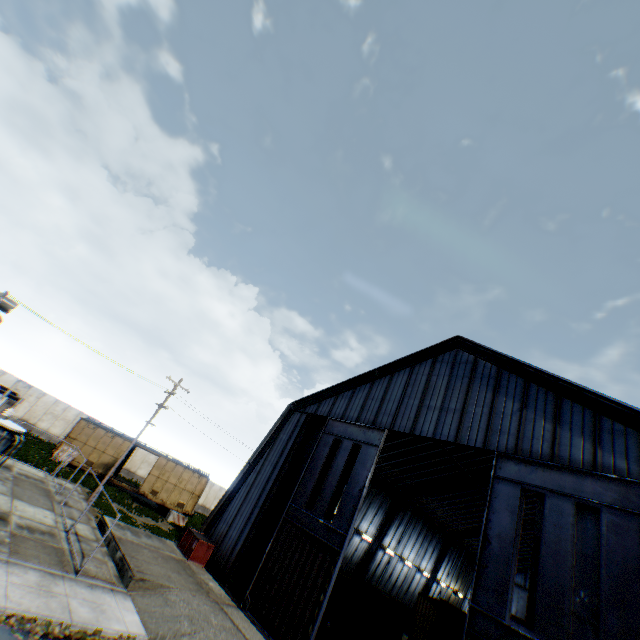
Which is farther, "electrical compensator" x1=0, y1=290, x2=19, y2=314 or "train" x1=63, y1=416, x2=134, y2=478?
"train" x1=63, y1=416, x2=134, y2=478

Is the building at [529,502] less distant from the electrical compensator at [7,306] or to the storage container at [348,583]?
the storage container at [348,583]

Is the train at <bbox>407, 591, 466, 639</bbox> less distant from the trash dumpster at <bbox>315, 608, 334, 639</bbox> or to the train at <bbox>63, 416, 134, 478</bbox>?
the trash dumpster at <bbox>315, 608, 334, 639</bbox>

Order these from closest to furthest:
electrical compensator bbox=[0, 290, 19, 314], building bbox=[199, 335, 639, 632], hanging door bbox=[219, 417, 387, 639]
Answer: building bbox=[199, 335, 639, 632]
hanging door bbox=[219, 417, 387, 639]
electrical compensator bbox=[0, 290, 19, 314]

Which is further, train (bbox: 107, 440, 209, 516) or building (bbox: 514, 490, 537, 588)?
building (bbox: 514, 490, 537, 588)

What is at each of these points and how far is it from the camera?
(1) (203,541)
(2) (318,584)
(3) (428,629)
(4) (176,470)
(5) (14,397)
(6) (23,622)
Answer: (1) trash dumpster, 19.0m
(2) hanging door, 14.6m
(3) train, 19.0m
(4) train, 30.0m
(5) concrete support, 16.2m
(6) leaf decal, 8.7m

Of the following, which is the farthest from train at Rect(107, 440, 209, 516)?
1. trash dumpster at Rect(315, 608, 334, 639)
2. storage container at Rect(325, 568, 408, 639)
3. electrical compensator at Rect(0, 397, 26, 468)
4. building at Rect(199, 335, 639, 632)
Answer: electrical compensator at Rect(0, 397, 26, 468)

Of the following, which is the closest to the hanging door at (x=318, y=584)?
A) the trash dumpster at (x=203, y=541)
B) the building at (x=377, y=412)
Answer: the building at (x=377, y=412)
